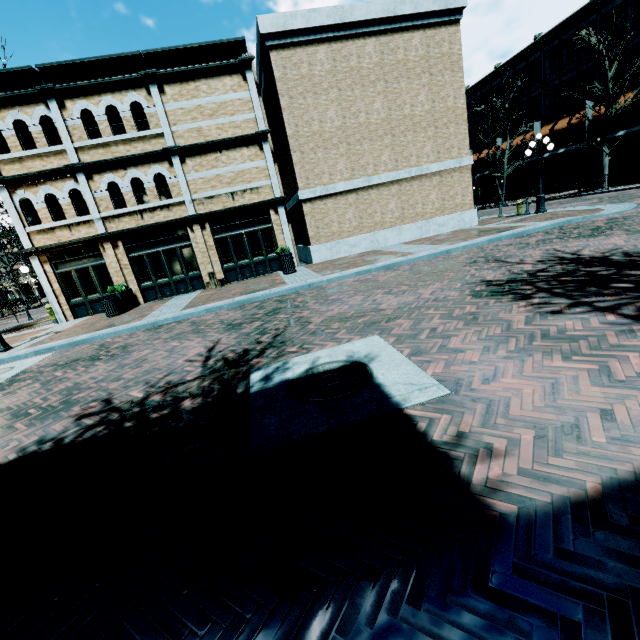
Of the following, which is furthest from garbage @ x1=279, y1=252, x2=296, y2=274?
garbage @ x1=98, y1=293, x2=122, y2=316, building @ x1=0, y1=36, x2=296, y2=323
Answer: garbage @ x1=98, y1=293, x2=122, y2=316

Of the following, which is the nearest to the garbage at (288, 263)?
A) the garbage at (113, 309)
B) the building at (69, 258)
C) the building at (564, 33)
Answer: the building at (69, 258)

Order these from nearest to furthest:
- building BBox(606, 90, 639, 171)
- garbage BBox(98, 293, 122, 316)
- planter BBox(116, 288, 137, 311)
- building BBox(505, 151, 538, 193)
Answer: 1. garbage BBox(98, 293, 122, 316)
2. planter BBox(116, 288, 137, 311)
3. building BBox(606, 90, 639, 171)
4. building BBox(505, 151, 538, 193)

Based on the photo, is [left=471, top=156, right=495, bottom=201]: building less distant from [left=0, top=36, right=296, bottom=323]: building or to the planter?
[left=0, top=36, right=296, bottom=323]: building

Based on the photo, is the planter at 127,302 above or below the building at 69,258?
below

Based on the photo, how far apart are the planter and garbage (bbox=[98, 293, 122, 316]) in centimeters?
4cm

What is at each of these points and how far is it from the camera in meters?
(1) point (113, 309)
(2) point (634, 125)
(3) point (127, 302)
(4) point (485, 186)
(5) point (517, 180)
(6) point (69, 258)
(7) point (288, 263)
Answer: (1) garbage, 12.9
(2) building, 24.0
(3) planter, 14.0
(4) building, 40.0
(5) building, 35.2
(6) building, 14.3
(7) garbage, 13.9

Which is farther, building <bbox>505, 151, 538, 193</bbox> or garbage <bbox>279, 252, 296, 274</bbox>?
building <bbox>505, 151, 538, 193</bbox>
